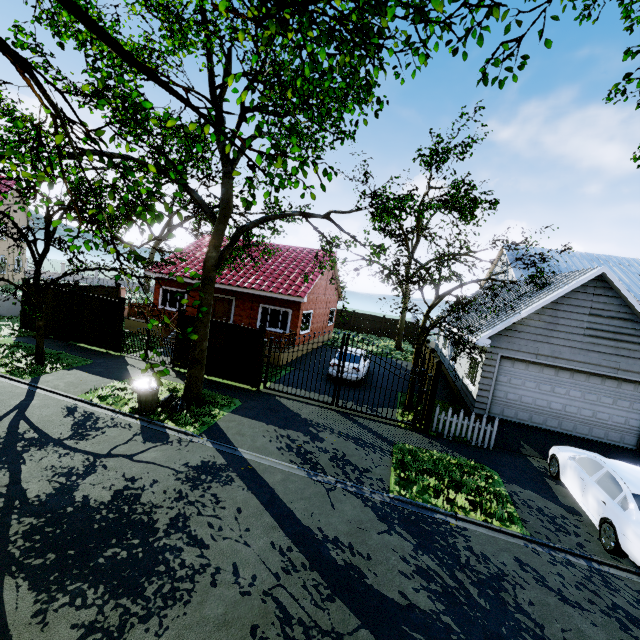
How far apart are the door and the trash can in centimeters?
944cm

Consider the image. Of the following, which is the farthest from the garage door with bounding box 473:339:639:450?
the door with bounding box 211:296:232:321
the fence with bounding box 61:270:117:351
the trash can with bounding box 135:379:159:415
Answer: the door with bounding box 211:296:232:321

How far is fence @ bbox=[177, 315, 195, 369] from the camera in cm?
1362

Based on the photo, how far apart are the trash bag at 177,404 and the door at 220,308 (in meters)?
9.07

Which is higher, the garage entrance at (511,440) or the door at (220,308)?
the door at (220,308)

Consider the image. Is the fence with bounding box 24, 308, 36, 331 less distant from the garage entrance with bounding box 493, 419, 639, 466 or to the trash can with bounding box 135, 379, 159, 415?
the garage entrance with bounding box 493, 419, 639, 466

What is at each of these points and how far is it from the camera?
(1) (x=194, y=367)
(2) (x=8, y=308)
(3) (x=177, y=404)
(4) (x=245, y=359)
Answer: (1) tree, 10.5 meters
(2) fence, 18.8 meters
(3) trash bag, 9.9 meters
(4) fence, 13.0 meters

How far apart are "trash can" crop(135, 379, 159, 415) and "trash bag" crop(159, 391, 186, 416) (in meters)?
0.14
